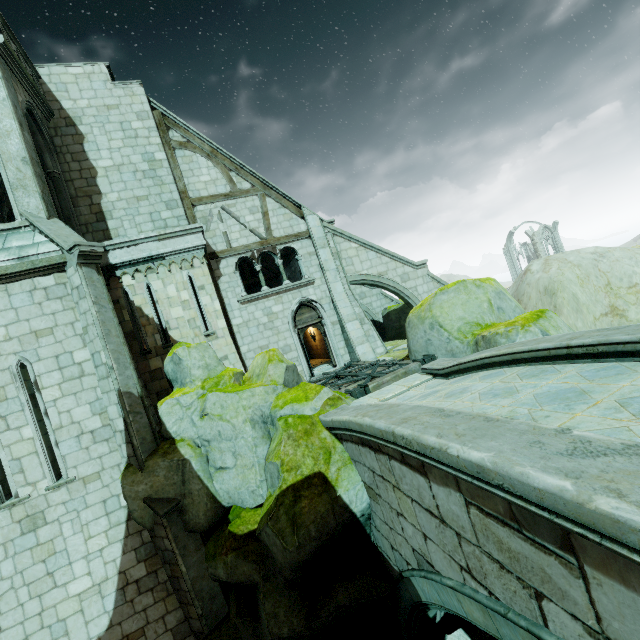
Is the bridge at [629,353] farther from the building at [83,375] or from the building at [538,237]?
the building at [538,237]

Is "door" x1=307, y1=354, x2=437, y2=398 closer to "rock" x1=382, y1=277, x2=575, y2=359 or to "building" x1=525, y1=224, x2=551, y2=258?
"rock" x1=382, y1=277, x2=575, y2=359

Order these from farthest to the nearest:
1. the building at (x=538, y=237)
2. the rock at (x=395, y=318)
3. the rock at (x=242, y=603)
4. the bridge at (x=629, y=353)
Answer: the building at (x=538, y=237) < the rock at (x=395, y=318) < the rock at (x=242, y=603) < the bridge at (x=629, y=353)

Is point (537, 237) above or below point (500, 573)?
above

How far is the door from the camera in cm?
874

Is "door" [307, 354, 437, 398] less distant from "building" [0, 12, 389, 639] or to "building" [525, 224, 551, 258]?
"building" [0, 12, 389, 639]

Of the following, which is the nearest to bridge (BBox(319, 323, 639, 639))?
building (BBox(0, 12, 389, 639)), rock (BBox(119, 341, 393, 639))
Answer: rock (BBox(119, 341, 393, 639))

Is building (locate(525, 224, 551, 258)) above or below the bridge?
above
